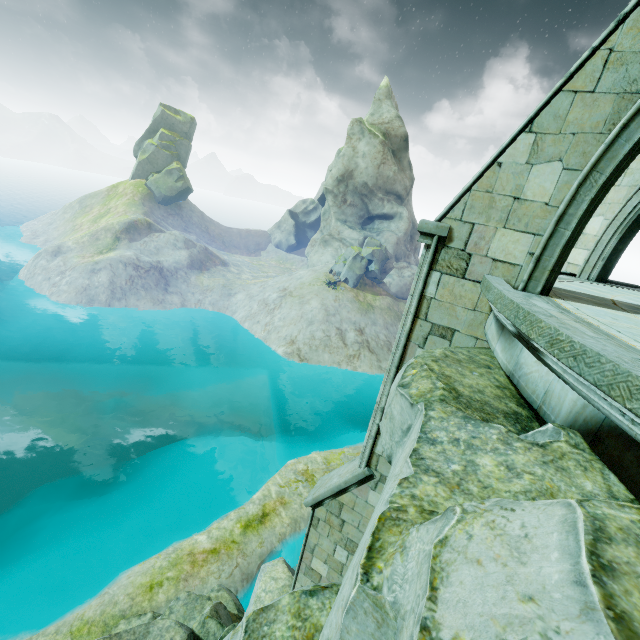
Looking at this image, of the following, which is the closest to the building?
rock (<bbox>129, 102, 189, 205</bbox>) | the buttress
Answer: the buttress

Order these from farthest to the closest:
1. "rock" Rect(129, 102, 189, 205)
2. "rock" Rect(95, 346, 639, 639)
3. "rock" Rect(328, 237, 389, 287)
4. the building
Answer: "rock" Rect(129, 102, 189, 205) → "rock" Rect(328, 237, 389, 287) → the building → "rock" Rect(95, 346, 639, 639)

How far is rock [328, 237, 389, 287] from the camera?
39.5 meters

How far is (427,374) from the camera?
3.31m

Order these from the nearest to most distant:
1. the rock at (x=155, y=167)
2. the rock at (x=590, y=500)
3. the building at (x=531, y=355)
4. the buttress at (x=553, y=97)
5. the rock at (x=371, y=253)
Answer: the rock at (x=590, y=500) → the building at (x=531, y=355) → the buttress at (x=553, y=97) → the rock at (x=371, y=253) → the rock at (x=155, y=167)

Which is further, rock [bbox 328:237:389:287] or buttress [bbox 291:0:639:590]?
rock [bbox 328:237:389:287]

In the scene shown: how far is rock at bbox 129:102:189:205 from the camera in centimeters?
5725cm

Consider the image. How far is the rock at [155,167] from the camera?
57.2m
